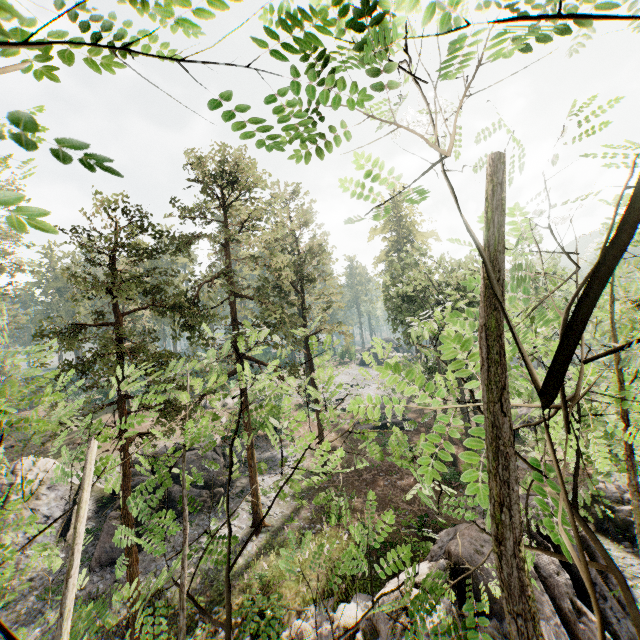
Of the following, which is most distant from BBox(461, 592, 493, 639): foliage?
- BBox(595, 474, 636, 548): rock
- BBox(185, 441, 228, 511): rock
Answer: BBox(185, 441, 228, 511): rock

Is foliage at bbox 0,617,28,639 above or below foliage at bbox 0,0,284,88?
below

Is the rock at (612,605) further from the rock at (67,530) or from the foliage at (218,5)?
the rock at (67,530)

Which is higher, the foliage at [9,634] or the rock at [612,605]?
the foliage at [9,634]

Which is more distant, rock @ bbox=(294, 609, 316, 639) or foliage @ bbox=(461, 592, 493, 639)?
rock @ bbox=(294, 609, 316, 639)

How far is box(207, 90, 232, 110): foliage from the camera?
1.3m

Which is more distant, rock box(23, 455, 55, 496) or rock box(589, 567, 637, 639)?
rock box(23, 455, 55, 496)

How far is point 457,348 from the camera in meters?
1.7 m
